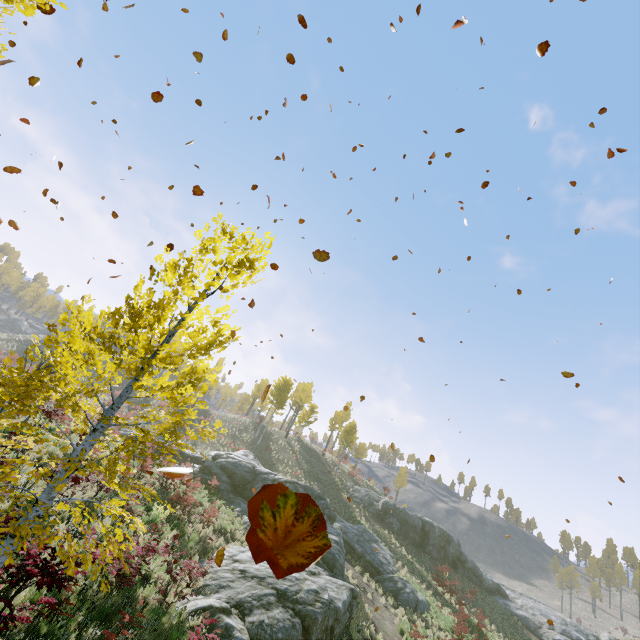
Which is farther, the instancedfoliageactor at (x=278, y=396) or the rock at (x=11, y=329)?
the rock at (x=11, y=329)

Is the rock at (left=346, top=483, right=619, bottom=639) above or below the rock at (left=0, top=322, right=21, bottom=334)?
below

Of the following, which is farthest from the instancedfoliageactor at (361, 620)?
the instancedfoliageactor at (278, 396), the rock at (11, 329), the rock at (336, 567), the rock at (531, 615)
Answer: the rock at (11, 329)

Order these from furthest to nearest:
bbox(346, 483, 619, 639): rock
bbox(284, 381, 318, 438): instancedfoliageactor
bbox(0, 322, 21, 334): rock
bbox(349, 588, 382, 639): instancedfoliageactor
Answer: bbox(0, 322, 21, 334): rock, bbox(284, 381, 318, 438): instancedfoliageactor, bbox(346, 483, 619, 639): rock, bbox(349, 588, 382, 639): instancedfoliageactor

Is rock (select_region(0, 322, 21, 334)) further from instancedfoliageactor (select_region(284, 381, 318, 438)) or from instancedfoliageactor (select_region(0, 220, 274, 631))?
instancedfoliageactor (select_region(0, 220, 274, 631))

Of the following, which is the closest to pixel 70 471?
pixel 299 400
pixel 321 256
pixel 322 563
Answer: pixel 321 256

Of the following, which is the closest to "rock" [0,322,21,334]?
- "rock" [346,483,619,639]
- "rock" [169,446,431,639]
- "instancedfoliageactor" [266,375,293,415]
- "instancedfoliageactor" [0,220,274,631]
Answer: "instancedfoliageactor" [266,375,293,415]

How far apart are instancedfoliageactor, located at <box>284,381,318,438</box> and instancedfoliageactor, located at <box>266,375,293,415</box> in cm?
931
